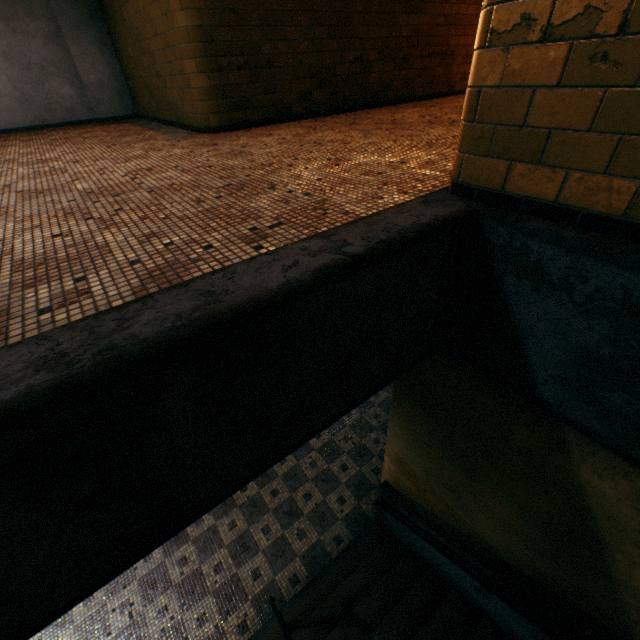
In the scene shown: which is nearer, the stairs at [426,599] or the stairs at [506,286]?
the stairs at [506,286]

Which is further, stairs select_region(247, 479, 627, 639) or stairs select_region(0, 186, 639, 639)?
stairs select_region(247, 479, 627, 639)

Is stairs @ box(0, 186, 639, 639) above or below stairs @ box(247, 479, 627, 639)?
above

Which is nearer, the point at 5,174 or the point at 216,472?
the point at 216,472

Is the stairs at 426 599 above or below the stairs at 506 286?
below
